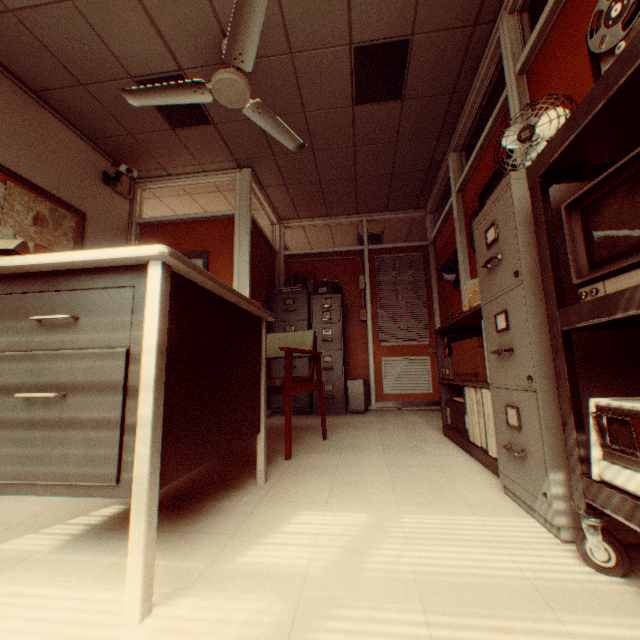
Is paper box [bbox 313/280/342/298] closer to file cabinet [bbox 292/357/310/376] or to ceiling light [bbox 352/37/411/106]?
file cabinet [bbox 292/357/310/376]

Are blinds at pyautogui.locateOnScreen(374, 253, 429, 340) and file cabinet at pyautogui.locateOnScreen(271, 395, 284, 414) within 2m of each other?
yes

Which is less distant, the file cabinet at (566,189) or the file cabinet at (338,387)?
the file cabinet at (566,189)

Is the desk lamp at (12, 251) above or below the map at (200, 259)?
below

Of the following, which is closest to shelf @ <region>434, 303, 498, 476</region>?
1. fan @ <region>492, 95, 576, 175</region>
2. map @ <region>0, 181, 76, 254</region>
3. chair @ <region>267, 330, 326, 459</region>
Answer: fan @ <region>492, 95, 576, 175</region>

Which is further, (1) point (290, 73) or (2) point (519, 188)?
(1) point (290, 73)

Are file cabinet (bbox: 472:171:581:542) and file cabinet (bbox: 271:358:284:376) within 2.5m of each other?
no

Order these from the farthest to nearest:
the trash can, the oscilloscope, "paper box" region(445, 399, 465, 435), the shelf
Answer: the trash can → "paper box" region(445, 399, 465, 435) → the shelf → the oscilloscope
